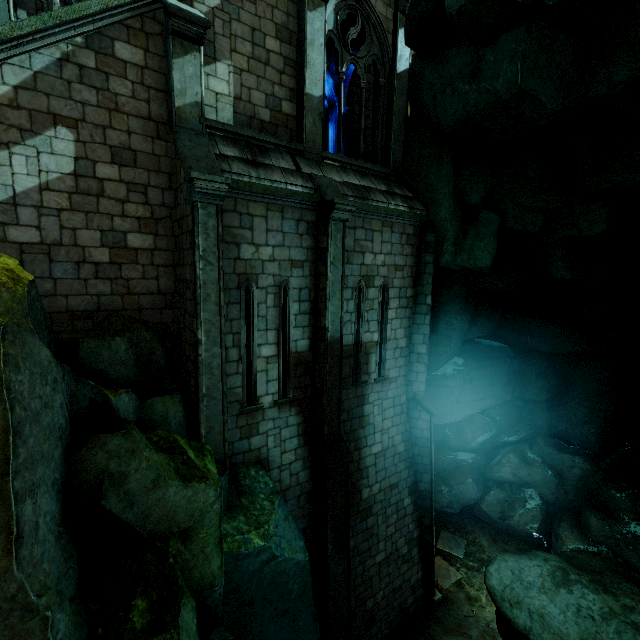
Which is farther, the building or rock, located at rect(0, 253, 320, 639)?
the building

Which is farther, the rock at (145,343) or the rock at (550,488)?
the rock at (550,488)

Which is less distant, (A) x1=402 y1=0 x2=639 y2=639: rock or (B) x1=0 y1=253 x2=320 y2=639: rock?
(B) x1=0 y1=253 x2=320 y2=639: rock

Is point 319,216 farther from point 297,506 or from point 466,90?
point 297,506

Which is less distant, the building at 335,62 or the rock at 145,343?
the rock at 145,343
